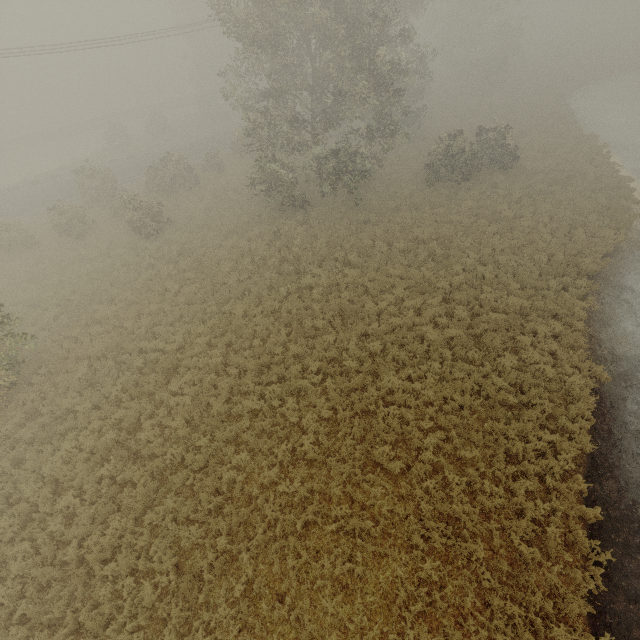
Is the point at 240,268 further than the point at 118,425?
Yes
